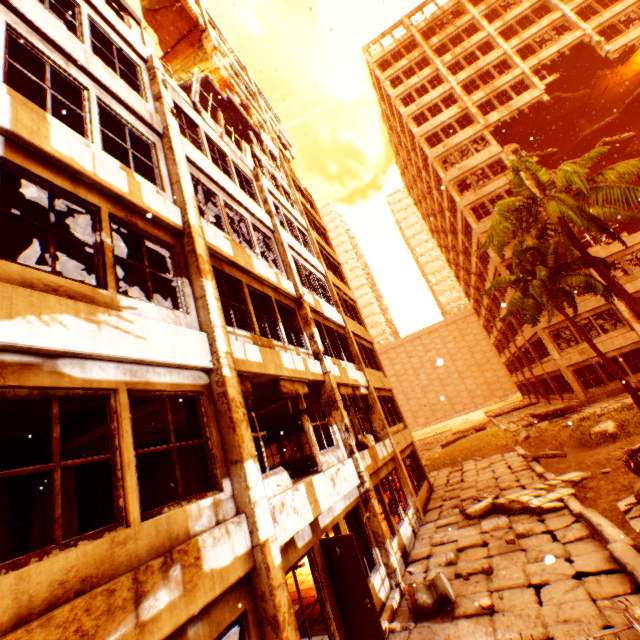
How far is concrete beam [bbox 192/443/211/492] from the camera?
A: 5.1m

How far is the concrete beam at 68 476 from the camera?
6.5m

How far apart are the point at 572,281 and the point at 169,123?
15.9 meters

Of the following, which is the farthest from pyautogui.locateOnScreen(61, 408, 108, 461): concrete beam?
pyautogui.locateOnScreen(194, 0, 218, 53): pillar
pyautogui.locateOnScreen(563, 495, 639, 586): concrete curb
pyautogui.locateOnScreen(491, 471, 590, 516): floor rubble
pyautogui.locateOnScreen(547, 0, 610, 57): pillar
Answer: pyautogui.locateOnScreen(547, 0, 610, 57): pillar

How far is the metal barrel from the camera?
6.7m

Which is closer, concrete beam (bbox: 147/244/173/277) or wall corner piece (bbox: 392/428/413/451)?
concrete beam (bbox: 147/244/173/277)

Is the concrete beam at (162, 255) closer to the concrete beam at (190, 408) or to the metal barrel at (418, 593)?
the concrete beam at (190, 408)

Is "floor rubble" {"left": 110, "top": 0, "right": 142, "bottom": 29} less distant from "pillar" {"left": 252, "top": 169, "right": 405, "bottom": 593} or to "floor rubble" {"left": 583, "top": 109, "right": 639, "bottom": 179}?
"pillar" {"left": 252, "top": 169, "right": 405, "bottom": 593}
